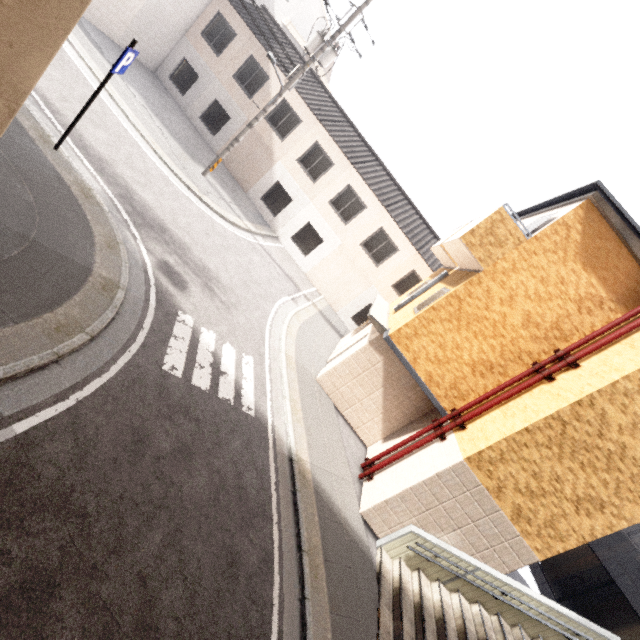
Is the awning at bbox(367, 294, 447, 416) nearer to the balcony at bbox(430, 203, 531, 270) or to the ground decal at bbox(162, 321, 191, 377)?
the balcony at bbox(430, 203, 531, 270)

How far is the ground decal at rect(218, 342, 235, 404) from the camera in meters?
7.1

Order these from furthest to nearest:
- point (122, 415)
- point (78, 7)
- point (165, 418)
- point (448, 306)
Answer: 1. point (448, 306)
2. point (165, 418)
3. point (122, 415)
4. point (78, 7)

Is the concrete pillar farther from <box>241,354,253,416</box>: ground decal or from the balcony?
the balcony

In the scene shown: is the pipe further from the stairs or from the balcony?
the balcony

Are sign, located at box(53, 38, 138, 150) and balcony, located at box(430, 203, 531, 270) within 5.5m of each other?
no

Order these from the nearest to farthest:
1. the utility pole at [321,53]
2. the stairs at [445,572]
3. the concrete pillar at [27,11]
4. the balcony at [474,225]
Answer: the concrete pillar at [27,11], the stairs at [445,572], the balcony at [474,225], the utility pole at [321,53]

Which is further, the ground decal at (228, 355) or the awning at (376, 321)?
the awning at (376, 321)
